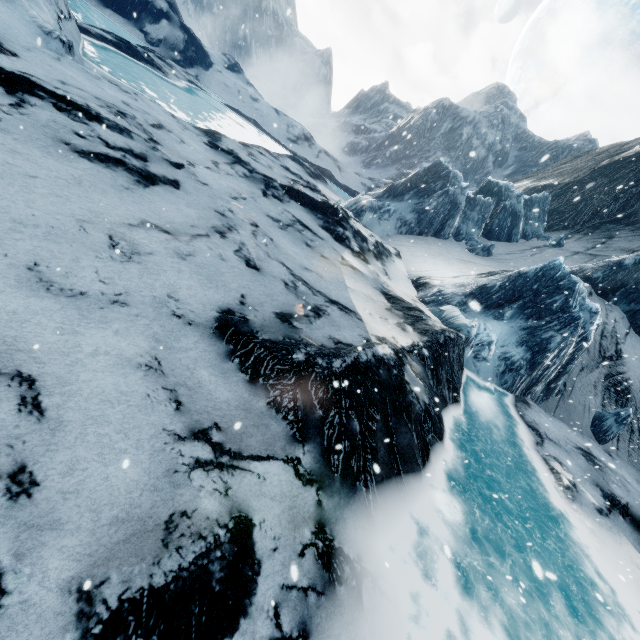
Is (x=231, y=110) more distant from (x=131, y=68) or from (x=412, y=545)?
(x=412, y=545)
